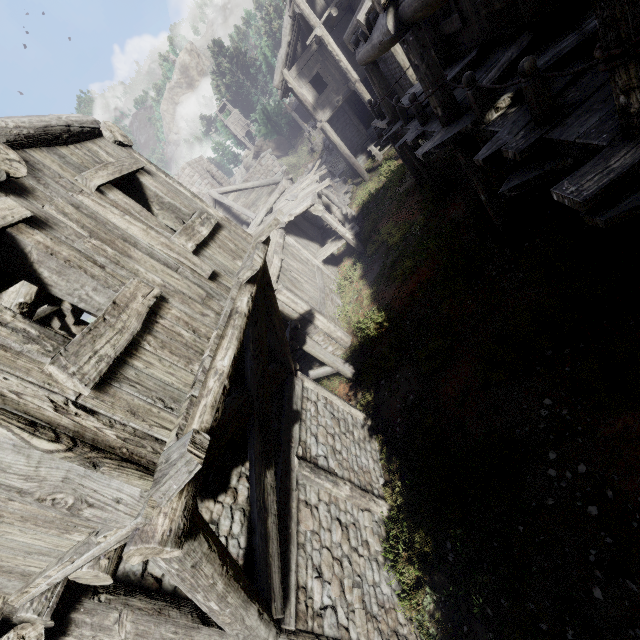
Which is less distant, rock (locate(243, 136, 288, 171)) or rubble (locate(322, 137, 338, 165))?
rubble (locate(322, 137, 338, 165))

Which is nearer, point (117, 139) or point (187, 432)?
point (187, 432)

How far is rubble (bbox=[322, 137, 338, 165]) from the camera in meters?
29.7 m

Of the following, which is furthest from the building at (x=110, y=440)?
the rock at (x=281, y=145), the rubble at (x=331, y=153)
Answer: the rock at (x=281, y=145)

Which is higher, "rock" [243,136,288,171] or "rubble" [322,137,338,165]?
"rock" [243,136,288,171]

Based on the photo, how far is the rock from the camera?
54.9m

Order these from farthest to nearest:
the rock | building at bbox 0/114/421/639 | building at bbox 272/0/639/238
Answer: the rock → building at bbox 272/0/639/238 → building at bbox 0/114/421/639
